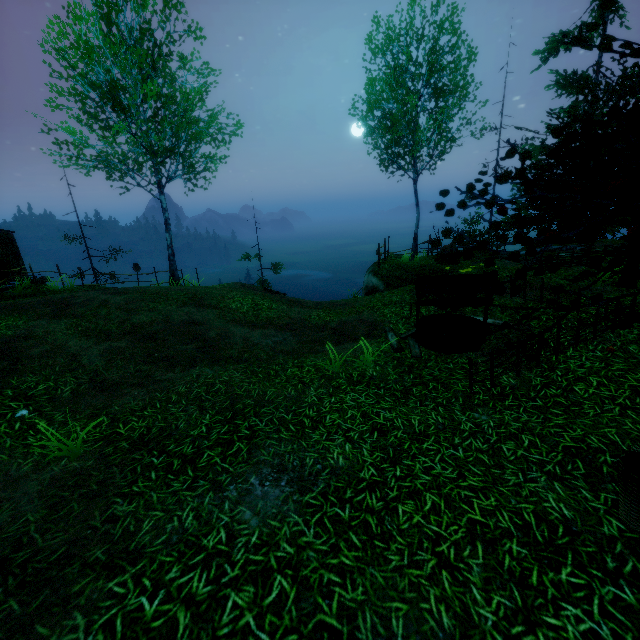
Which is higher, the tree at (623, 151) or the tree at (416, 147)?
the tree at (416, 147)

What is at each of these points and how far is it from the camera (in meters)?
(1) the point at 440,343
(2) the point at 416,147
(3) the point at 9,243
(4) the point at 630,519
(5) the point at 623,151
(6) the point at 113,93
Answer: (1) well, 7.39
(2) tree, 12.98
(3) outhouse, 17.16
(4) basket, 3.22
(5) tree, 4.28
(6) tree, 13.38

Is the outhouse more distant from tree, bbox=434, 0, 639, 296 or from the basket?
the basket

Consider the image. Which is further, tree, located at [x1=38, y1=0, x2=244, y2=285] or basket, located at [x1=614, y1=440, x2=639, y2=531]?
tree, located at [x1=38, y1=0, x2=244, y2=285]

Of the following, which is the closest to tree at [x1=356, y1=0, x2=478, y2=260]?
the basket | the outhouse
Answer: the basket

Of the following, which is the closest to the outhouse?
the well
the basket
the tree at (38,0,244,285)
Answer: the tree at (38,0,244,285)

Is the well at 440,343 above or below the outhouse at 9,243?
below

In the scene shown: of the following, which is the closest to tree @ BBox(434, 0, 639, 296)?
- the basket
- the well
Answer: the basket
